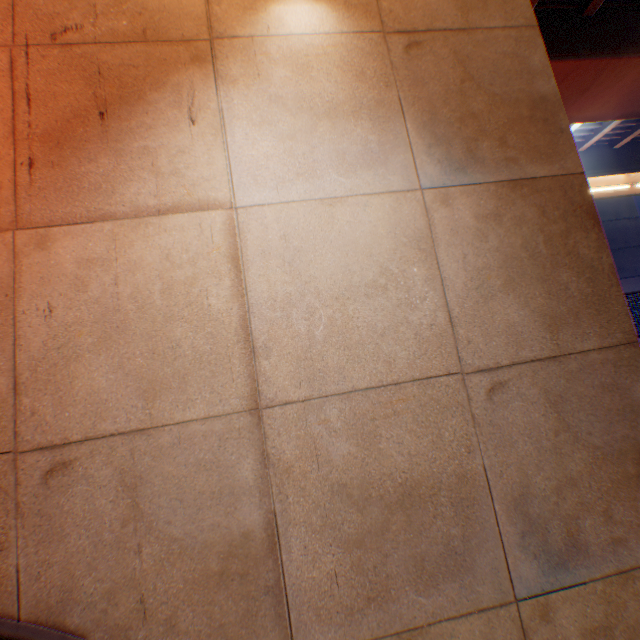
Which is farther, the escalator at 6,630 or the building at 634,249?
the building at 634,249

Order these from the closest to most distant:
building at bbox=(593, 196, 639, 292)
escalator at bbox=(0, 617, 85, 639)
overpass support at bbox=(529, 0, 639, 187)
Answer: escalator at bbox=(0, 617, 85, 639)
overpass support at bbox=(529, 0, 639, 187)
building at bbox=(593, 196, 639, 292)

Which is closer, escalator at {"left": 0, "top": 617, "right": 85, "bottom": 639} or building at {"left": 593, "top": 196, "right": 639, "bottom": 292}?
escalator at {"left": 0, "top": 617, "right": 85, "bottom": 639}

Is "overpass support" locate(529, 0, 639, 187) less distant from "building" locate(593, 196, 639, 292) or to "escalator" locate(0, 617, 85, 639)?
"escalator" locate(0, 617, 85, 639)

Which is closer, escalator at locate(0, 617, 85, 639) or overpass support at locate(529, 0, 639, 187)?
escalator at locate(0, 617, 85, 639)

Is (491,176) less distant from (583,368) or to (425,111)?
(425,111)

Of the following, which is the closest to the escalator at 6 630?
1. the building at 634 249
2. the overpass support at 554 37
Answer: the overpass support at 554 37
